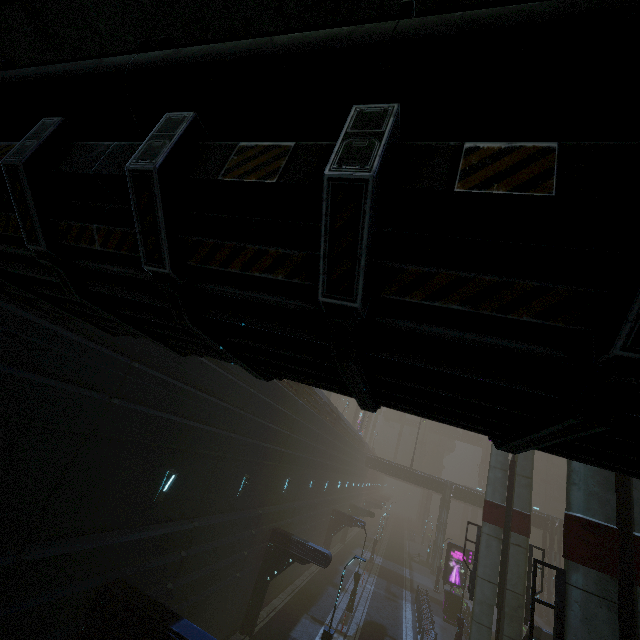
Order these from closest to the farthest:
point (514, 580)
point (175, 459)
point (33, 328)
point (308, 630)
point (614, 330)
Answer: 1. point (614, 330)
2. point (33, 328)
3. point (175, 459)
4. point (514, 580)
5. point (308, 630)

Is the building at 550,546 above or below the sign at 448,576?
above

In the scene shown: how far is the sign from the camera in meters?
28.6 m

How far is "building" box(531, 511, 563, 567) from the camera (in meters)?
41.53

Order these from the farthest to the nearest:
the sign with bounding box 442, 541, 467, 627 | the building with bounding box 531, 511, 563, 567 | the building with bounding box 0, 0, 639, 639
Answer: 1. the building with bounding box 531, 511, 563, 567
2. the sign with bounding box 442, 541, 467, 627
3. the building with bounding box 0, 0, 639, 639

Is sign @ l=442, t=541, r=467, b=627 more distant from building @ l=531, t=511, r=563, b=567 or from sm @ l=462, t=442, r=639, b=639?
sm @ l=462, t=442, r=639, b=639

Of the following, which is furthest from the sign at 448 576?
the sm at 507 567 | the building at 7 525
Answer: the sm at 507 567

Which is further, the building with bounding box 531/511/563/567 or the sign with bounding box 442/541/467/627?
the building with bounding box 531/511/563/567
